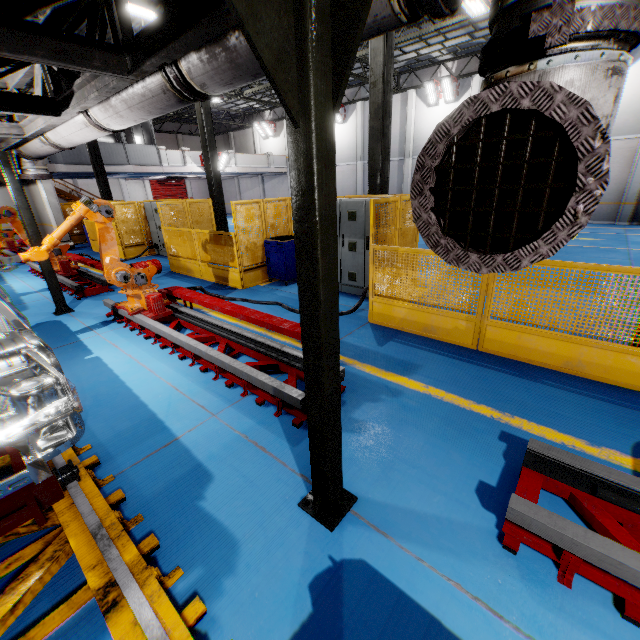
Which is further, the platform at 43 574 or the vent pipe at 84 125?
the vent pipe at 84 125

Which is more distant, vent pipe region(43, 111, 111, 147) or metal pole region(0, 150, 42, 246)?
metal pole region(0, 150, 42, 246)

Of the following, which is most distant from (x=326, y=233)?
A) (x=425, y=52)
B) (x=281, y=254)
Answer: (x=425, y=52)

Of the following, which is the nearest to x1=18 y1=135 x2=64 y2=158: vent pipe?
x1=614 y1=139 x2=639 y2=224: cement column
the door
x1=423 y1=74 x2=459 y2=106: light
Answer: the door

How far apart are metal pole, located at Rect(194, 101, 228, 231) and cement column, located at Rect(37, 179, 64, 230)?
10.5m

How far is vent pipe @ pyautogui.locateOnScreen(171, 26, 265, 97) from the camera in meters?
2.0 m

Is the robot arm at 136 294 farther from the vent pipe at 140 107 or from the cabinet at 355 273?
the cabinet at 355 273

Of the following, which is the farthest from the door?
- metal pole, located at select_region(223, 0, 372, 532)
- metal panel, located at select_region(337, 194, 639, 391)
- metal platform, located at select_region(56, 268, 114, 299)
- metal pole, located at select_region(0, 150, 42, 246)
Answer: metal pole, located at select_region(223, 0, 372, 532)
